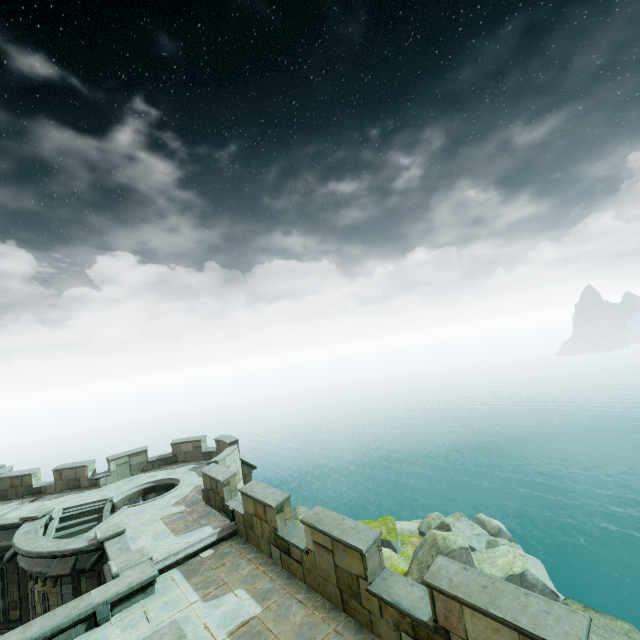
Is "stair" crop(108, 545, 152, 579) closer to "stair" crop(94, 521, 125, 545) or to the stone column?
the stone column

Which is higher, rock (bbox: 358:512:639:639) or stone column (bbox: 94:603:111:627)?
stone column (bbox: 94:603:111:627)

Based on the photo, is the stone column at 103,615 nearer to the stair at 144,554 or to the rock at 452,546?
the stair at 144,554

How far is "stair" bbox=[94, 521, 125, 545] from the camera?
11.9m

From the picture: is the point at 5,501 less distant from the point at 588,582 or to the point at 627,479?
the point at 588,582

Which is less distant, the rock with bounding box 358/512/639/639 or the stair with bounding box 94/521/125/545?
the stair with bounding box 94/521/125/545

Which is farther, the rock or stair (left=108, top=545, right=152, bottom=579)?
the rock

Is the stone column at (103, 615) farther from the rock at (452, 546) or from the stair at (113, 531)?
the rock at (452, 546)
